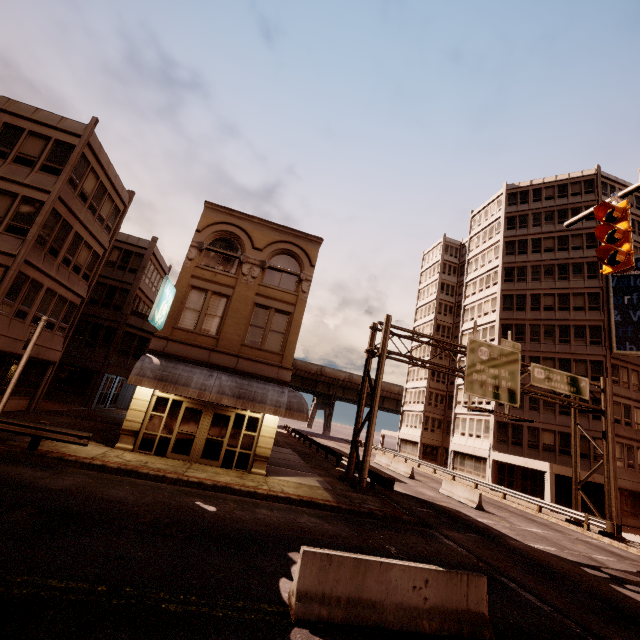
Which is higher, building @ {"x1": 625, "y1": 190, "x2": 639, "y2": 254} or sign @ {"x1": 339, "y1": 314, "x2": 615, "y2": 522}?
building @ {"x1": 625, "y1": 190, "x2": 639, "y2": 254}

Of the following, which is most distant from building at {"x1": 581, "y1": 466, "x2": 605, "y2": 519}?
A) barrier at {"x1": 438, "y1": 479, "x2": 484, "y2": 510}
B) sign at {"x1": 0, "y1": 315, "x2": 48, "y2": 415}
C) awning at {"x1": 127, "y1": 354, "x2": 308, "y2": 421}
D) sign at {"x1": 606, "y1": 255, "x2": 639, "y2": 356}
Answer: sign at {"x1": 0, "y1": 315, "x2": 48, "y2": 415}

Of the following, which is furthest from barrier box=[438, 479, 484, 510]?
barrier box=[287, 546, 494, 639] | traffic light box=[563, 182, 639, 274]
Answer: traffic light box=[563, 182, 639, 274]

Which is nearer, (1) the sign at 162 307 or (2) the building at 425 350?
(1) the sign at 162 307

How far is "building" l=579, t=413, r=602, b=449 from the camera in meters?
30.1

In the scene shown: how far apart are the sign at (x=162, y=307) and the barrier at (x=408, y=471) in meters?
24.3

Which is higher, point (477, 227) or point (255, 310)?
point (477, 227)
